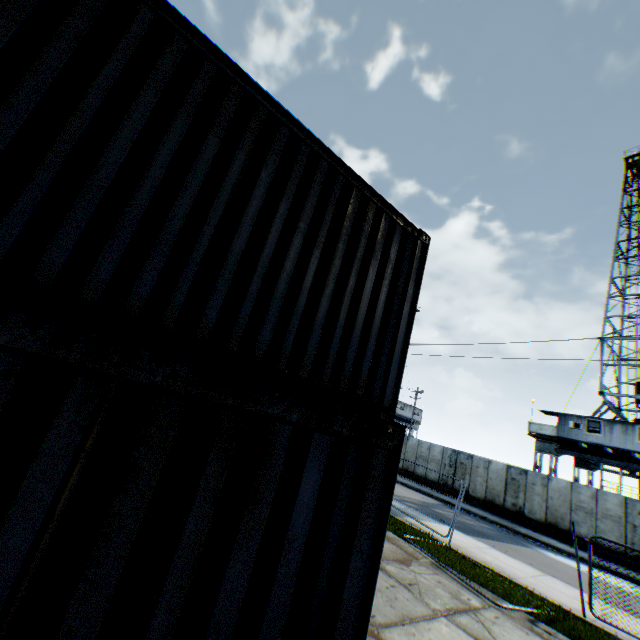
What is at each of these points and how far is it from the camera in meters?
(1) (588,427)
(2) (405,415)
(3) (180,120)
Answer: (1) landrig, 22.8 m
(2) landrig, 46.5 m
(3) storage container, 2.9 m

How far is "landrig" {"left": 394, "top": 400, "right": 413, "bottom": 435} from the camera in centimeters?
4565cm

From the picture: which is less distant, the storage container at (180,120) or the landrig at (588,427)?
the storage container at (180,120)

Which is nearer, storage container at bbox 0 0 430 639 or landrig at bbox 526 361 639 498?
storage container at bbox 0 0 430 639

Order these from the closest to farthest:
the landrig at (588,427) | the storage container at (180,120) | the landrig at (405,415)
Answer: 1. the storage container at (180,120)
2. the landrig at (588,427)
3. the landrig at (405,415)

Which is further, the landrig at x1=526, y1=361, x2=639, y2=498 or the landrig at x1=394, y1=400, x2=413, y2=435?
the landrig at x1=394, y1=400, x2=413, y2=435

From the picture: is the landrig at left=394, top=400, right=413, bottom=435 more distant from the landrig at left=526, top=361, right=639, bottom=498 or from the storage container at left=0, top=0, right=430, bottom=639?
the storage container at left=0, top=0, right=430, bottom=639

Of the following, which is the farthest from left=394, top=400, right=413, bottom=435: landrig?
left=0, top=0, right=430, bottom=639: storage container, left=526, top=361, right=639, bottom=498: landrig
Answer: left=0, top=0, right=430, bottom=639: storage container
